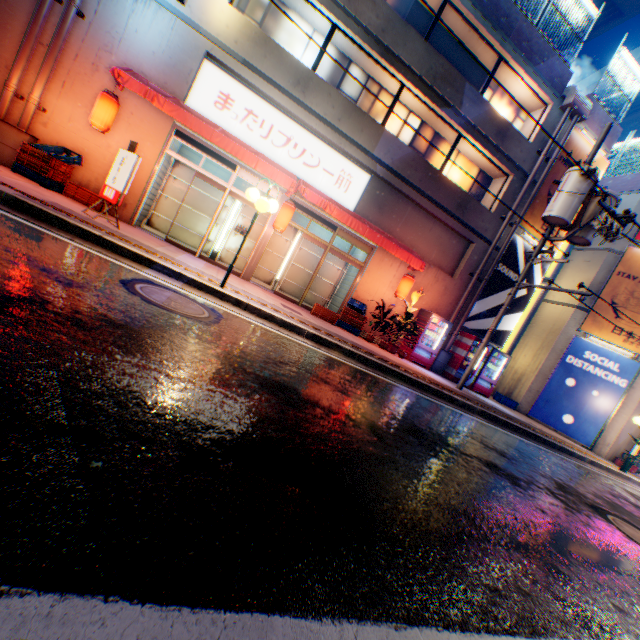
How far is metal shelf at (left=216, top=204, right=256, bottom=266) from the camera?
11.7 meters

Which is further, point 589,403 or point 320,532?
point 589,403

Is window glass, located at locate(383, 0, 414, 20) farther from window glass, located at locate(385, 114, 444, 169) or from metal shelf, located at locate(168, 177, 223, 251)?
metal shelf, located at locate(168, 177, 223, 251)

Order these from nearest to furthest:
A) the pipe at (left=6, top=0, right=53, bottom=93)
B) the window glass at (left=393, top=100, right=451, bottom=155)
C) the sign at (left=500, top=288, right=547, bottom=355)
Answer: the pipe at (left=6, top=0, right=53, bottom=93)
the window glass at (left=393, top=100, right=451, bottom=155)
the sign at (left=500, top=288, right=547, bottom=355)

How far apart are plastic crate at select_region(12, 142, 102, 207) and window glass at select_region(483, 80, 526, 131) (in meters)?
13.13

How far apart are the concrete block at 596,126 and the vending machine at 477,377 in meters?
9.6

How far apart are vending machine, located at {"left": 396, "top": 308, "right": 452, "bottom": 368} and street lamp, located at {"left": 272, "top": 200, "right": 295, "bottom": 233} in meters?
6.2 m

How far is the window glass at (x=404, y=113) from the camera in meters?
11.9 m
